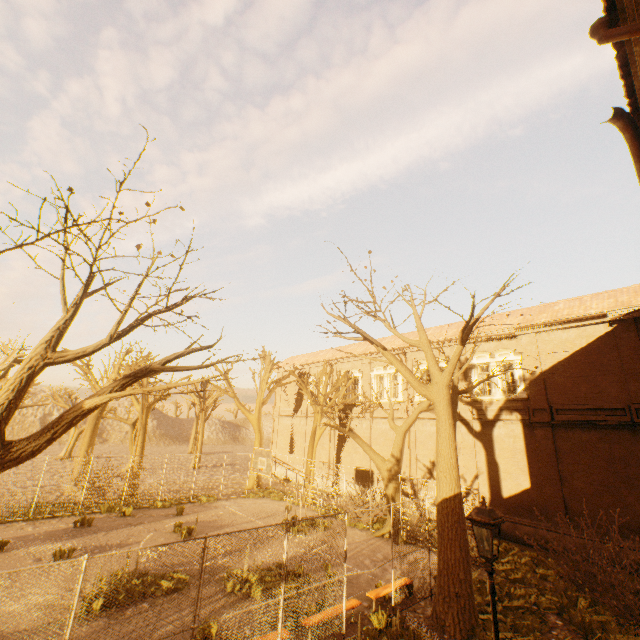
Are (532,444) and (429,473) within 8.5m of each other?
yes

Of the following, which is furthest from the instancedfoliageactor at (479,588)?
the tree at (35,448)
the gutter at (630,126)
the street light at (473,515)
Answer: the gutter at (630,126)

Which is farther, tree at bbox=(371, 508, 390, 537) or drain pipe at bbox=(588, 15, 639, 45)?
tree at bbox=(371, 508, 390, 537)

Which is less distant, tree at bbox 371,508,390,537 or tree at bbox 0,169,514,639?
tree at bbox 0,169,514,639

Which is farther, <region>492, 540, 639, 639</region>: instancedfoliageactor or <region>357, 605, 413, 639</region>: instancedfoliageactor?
<region>492, 540, 639, 639</region>: instancedfoliageactor

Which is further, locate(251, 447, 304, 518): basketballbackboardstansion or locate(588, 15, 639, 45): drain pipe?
locate(251, 447, 304, 518): basketballbackboardstansion

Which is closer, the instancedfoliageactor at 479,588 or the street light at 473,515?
the street light at 473,515

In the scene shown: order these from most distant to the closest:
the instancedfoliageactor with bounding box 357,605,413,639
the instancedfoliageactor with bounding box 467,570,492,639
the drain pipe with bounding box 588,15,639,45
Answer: the instancedfoliageactor with bounding box 467,570,492,639
the instancedfoliageactor with bounding box 357,605,413,639
the drain pipe with bounding box 588,15,639,45
